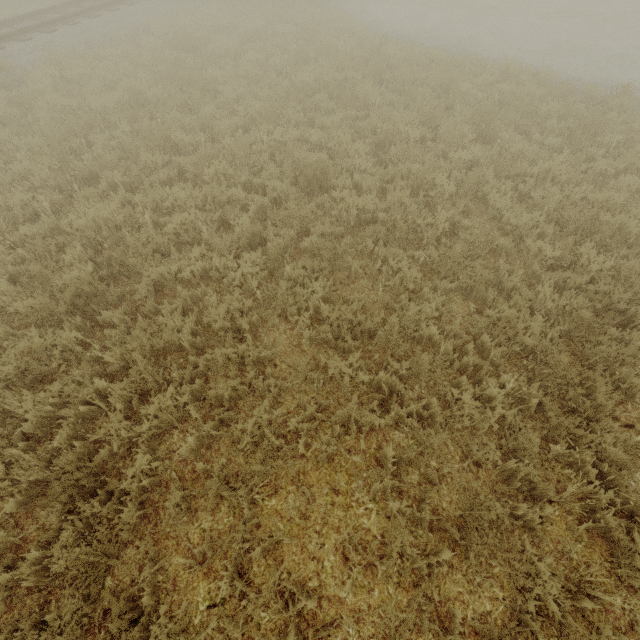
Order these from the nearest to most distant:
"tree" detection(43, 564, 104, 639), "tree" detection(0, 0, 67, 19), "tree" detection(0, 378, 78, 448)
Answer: "tree" detection(43, 564, 104, 639), "tree" detection(0, 378, 78, 448), "tree" detection(0, 0, 67, 19)

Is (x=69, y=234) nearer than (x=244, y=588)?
No

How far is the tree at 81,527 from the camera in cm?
286

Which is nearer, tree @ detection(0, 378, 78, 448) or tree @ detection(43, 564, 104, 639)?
tree @ detection(43, 564, 104, 639)

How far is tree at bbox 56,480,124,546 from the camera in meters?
2.9 m

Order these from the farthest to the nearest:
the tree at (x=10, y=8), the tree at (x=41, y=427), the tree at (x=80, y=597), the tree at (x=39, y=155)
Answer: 1. the tree at (x=10, y=8)
2. the tree at (x=39, y=155)
3. the tree at (x=41, y=427)
4. the tree at (x=80, y=597)

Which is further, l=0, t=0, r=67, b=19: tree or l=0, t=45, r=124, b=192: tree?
l=0, t=0, r=67, b=19: tree
